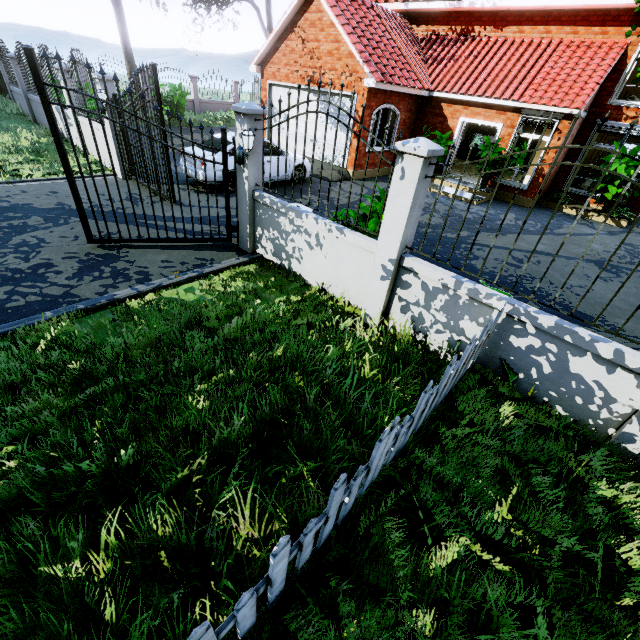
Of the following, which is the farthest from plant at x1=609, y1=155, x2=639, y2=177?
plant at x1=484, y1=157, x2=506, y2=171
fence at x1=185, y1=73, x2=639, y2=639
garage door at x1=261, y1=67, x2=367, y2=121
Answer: garage door at x1=261, y1=67, x2=367, y2=121

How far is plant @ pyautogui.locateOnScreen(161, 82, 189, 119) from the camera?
18.1 meters

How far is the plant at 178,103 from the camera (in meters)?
18.08

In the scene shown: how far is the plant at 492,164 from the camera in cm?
1195

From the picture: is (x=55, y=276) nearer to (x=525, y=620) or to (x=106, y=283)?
(x=106, y=283)

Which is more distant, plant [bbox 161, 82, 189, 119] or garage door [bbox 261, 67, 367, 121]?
plant [bbox 161, 82, 189, 119]

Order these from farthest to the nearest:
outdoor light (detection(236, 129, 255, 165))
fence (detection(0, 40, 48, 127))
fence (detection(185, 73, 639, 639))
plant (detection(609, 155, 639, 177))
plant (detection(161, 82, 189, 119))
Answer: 1. plant (detection(161, 82, 189, 119))
2. fence (detection(0, 40, 48, 127))
3. plant (detection(609, 155, 639, 177))
4. outdoor light (detection(236, 129, 255, 165))
5. fence (detection(185, 73, 639, 639))

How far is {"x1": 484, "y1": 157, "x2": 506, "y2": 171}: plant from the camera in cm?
1195
